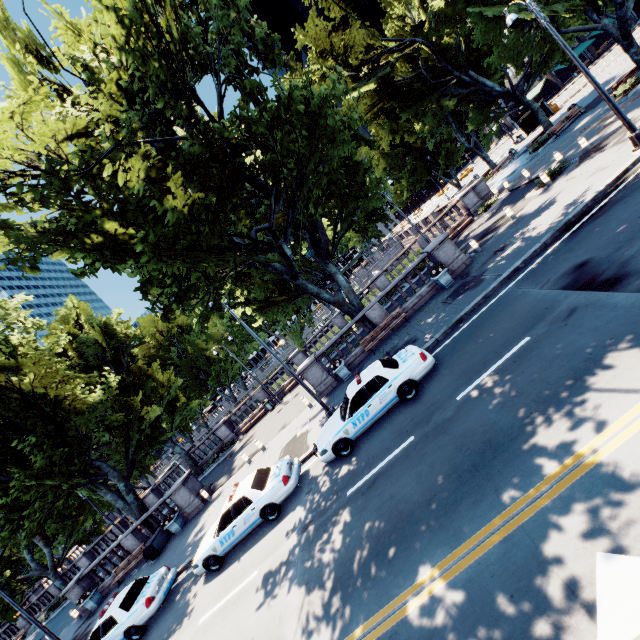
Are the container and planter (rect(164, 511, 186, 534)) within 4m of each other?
yes

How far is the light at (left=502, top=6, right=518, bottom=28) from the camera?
12.56m

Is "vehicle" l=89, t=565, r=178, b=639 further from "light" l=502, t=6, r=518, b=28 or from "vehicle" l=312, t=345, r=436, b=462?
"light" l=502, t=6, r=518, b=28

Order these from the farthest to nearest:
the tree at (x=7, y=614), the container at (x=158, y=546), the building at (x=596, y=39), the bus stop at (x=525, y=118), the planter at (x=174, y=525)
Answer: the building at (x=596, y=39) → the bus stop at (x=525, y=118) → the tree at (x=7, y=614) → the planter at (x=174, y=525) → the container at (x=158, y=546)

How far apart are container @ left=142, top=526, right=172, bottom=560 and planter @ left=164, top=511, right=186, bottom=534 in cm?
68

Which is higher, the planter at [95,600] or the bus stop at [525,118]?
the bus stop at [525,118]

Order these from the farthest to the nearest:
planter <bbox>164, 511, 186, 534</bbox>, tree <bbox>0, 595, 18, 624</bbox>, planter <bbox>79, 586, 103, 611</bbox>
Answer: tree <bbox>0, 595, 18, 624</bbox> → planter <bbox>79, 586, 103, 611</bbox> → planter <bbox>164, 511, 186, 534</bbox>

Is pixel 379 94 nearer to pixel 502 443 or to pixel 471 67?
pixel 471 67
